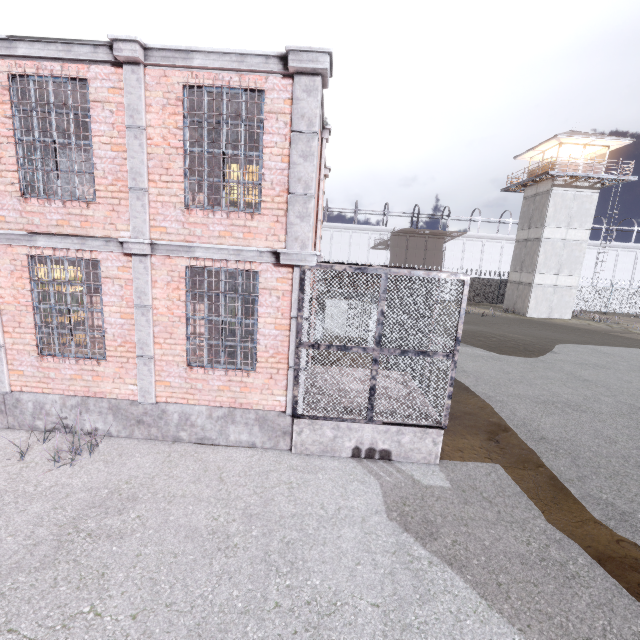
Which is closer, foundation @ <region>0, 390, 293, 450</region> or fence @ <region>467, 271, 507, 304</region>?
foundation @ <region>0, 390, 293, 450</region>

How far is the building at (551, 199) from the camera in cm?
2727

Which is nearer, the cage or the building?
the cage

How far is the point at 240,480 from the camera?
5.66m

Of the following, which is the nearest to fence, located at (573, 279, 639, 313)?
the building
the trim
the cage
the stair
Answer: the building

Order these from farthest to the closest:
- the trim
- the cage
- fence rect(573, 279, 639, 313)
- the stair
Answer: fence rect(573, 279, 639, 313) < the stair < the cage < the trim

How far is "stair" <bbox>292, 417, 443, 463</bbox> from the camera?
6.4m

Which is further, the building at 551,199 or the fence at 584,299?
the fence at 584,299
